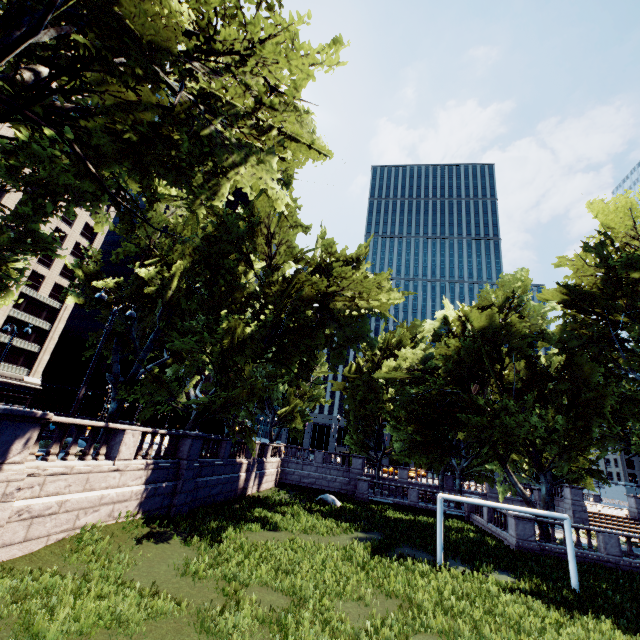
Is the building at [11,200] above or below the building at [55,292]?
above

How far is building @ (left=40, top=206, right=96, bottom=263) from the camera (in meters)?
53.06

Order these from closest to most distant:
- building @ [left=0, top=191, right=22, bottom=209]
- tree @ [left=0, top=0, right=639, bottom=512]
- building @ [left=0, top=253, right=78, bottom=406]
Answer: tree @ [left=0, top=0, right=639, bottom=512]
building @ [left=0, top=191, right=22, bottom=209]
building @ [left=0, top=253, right=78, bottom=406]

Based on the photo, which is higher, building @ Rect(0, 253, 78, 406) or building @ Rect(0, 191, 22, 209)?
building @ Rect(0, 191, 22, 209)

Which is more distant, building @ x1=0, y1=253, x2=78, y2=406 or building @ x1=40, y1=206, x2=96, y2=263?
building @ x1=40, y1=206, x2=96, y2=263

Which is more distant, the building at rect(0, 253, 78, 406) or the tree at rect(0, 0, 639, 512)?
the building at rect(0, 253, 78, 406)

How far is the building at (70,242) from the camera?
53.06m

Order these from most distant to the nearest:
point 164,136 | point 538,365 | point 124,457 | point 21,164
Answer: point 538,365, point 21,164, point 124,457, point 164,136
